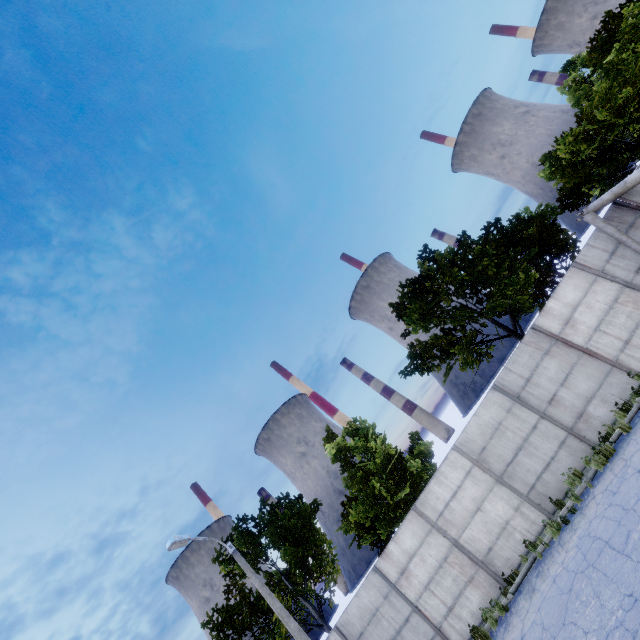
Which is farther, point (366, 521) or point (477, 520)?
point (366, 521)

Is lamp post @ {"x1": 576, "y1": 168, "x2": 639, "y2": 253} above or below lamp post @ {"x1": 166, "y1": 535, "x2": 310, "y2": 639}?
below

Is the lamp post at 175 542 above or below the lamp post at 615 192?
above
